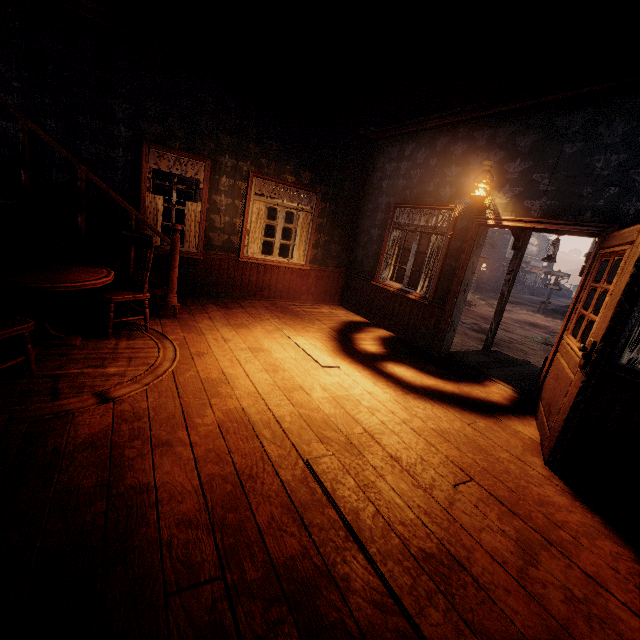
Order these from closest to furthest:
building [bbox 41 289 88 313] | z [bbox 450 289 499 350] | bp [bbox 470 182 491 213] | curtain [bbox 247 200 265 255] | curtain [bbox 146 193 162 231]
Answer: building [bbox 41 289 88 313] → bp [bbox 470 182 491 213] → curtain [bbox 146 193 162 231] → curtain [bbox 247 200 265 255] → z [bbox 450 289 499 350]

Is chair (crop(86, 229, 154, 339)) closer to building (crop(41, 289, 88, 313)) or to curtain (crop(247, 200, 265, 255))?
building (crop(41, 289, 88, 313))

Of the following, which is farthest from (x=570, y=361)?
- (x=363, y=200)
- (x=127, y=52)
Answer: (x=127, y=52)

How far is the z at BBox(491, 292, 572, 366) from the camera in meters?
11.2 m

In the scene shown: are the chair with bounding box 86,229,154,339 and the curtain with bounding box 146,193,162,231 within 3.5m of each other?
yes

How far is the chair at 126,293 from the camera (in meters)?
3.60

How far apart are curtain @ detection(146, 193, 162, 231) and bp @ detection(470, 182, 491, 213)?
4.92m

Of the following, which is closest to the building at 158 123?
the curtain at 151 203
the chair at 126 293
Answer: the curtain at 151 203
